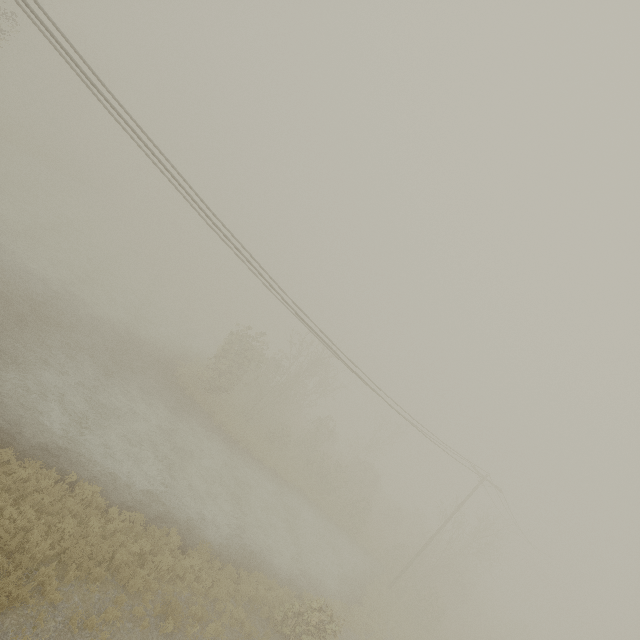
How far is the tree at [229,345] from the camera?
26.5 meters

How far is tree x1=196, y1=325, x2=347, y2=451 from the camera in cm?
2653

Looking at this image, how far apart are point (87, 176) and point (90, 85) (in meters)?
15.28
